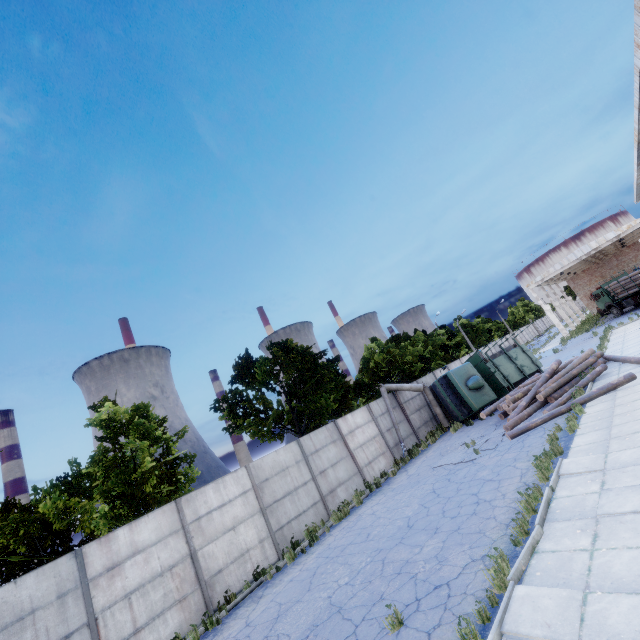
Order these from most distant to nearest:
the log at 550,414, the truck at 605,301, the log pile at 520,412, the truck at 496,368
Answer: the truck at 605,301
the truck at 496,368
the log pile at 520,412
the log at 550,414

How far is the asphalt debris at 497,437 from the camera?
13.2m

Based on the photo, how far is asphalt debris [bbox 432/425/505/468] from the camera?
13.2 meters

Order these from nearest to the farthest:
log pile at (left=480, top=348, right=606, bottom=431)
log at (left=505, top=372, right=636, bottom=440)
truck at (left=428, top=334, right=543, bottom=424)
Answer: log at (left=505, top=372, right=636, bottom=440), log pile at (left=480, top=348, right=606, bottom=431), truck at (left=428, top=334, right=543, bottom=424)

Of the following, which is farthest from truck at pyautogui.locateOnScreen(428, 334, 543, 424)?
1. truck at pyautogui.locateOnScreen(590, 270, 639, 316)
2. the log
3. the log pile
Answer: truck at pyautogui.locateOnScreen(590, 270, 639, 316)

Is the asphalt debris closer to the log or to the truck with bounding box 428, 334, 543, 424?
the log

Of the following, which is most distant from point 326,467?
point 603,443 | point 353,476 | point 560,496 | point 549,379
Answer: point 549,379

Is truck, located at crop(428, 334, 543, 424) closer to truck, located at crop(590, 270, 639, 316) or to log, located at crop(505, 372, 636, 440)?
log, located at crop(505, 372, 636, 440)
